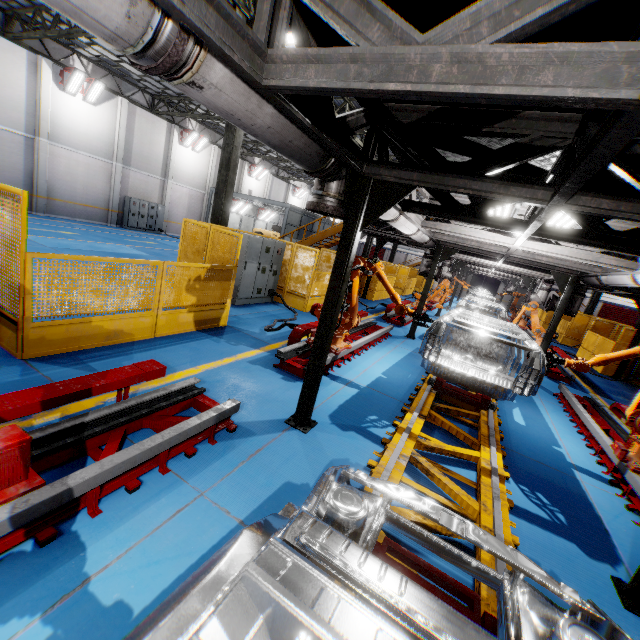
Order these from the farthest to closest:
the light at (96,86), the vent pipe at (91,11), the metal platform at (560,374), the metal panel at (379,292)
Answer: the metal panel at (379,292)
the light at (96,86)
the metal platform at (560,374)
the vent pipe at (91,11)

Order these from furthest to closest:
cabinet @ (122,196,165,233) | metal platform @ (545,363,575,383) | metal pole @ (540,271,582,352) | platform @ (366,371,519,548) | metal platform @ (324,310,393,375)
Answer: cabinet @ (122,196,165,233) < metal platform @ (545,363,575,383) < metal pole @ (540,271,582,352) < metal platform @ (324,310,393,375) < platform @ (366,371,519,548)

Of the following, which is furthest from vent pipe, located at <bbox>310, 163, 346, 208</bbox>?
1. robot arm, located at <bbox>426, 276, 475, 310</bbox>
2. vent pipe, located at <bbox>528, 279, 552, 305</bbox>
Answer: robot arm, located at <bbox>426, 276, 475, 310</bbox>

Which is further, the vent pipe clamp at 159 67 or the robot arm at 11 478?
the robot arm at 11 478

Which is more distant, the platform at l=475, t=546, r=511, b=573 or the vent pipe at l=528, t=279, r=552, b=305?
→ the vent pipe at l=528, t=279, r=552, b=305

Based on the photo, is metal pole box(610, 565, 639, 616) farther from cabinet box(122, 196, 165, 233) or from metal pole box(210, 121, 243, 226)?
cabinet box(122, 196, 165, 233)

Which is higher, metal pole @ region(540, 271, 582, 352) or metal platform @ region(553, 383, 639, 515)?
metal pole @ region(540, 271, 582, 352)

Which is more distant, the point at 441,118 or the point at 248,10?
the point at 248,10
